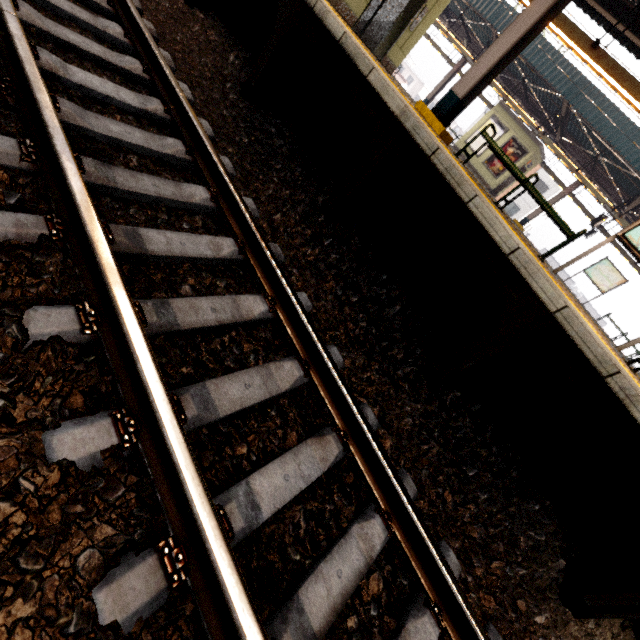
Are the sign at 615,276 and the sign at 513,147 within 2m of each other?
no

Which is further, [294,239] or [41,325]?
[294,239]

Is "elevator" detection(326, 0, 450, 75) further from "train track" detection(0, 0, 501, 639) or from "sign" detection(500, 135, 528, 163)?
"sign" detection(500, 135, 528, 163)

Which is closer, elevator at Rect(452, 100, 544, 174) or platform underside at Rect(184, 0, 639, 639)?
platform underside at Rect(184, 0, 639, 639)

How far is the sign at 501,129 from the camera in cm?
1692

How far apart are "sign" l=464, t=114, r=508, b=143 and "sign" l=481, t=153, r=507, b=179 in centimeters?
27cm

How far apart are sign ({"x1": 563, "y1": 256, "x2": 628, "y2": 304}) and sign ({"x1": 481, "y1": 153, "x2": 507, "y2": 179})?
6.4 meters

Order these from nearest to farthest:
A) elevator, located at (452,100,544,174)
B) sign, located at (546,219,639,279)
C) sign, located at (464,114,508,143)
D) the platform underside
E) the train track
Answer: the train track → the platform underside → sign, located at (546,219,639,279) → elevator, located at (452,100,544,174) → sign, located at (464,114,508,143)
